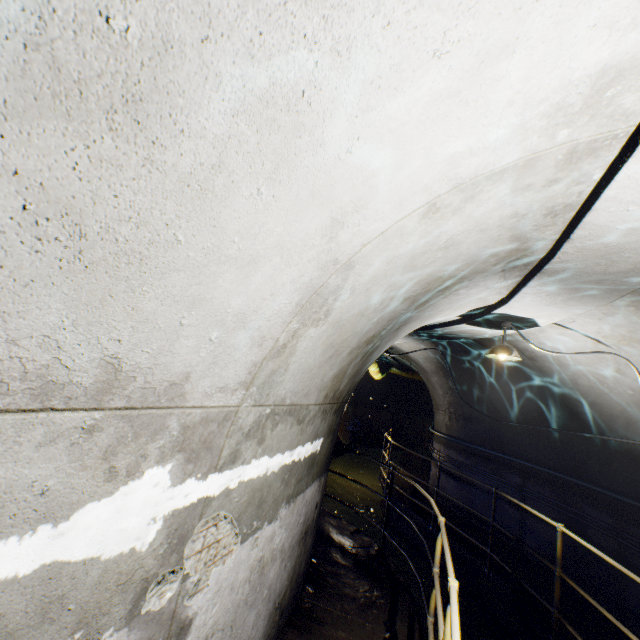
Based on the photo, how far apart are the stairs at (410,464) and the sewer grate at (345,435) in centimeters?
205cm

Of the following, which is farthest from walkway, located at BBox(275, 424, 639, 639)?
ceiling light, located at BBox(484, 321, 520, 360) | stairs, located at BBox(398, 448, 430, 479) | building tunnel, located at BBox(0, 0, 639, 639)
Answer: stairs, located at BBox(398, 448, 430, 479)

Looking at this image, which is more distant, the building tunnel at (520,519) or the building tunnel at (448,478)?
the building tunnel at (448,478)

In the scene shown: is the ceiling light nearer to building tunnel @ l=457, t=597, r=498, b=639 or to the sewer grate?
building tunnel @ l=457, t=597, r=498, b=639

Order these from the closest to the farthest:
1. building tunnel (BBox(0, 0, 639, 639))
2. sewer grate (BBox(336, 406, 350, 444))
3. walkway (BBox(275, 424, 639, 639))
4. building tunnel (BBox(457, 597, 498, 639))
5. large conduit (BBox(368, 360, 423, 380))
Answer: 1. building tunnel (BBox(0, 0, 639, 639))
2. walkway (BBox(275, 424, 639, 639))
3. building tunnel (BBox(457, 597, 498, 639))
4. large conduit (BBox(368, 360, 423, 380))
5. sewer grate (BBox(336, 406, 350, 444))

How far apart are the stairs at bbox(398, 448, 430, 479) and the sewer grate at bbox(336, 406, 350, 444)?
2.05m

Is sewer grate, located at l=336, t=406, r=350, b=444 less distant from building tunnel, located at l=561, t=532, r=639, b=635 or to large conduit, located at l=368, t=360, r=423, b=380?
building tunnel, located at l=561, t=532, r=639, b=635

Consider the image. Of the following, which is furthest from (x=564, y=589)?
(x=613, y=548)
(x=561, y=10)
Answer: (x=561, y=10)
